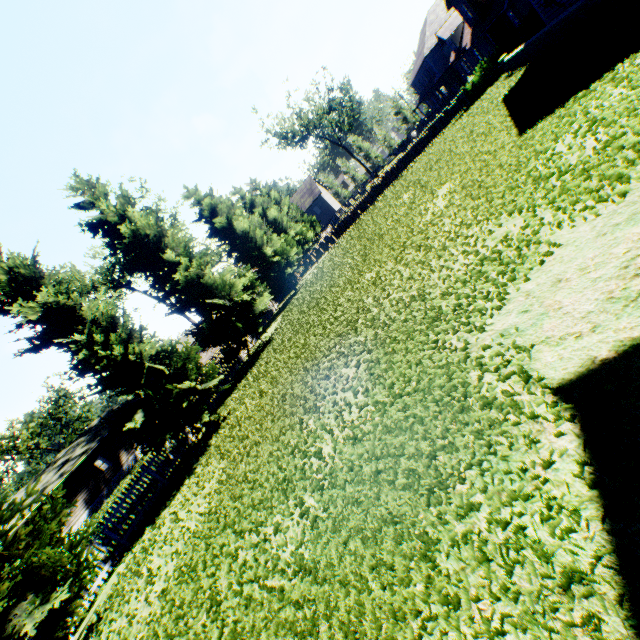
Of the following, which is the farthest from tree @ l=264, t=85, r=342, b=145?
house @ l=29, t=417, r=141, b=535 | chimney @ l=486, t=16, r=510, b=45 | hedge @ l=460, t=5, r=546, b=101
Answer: chimney @ l=486, t=16, r=510, b=45

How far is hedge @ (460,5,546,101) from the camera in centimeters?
2084cm

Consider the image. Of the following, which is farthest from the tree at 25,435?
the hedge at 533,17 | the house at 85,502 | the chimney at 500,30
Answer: the chimney at 500,30

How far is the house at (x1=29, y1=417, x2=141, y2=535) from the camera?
27.9m

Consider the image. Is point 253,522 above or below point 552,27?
below

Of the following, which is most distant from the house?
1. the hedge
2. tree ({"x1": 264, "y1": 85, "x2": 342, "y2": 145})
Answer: the hedge

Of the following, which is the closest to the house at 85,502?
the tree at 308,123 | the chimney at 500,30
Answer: the tree at 308,123

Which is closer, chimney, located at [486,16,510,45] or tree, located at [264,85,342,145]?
chimney, located at [486,16,510,45]
